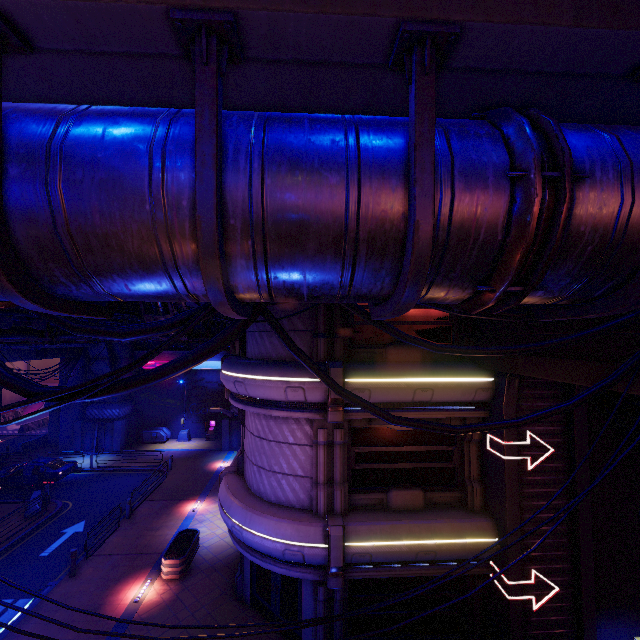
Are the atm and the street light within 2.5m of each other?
yes

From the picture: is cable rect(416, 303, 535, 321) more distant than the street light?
No

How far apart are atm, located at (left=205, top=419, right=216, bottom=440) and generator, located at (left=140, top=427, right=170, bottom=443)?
3.33m

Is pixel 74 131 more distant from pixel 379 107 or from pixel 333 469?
pixel 333 469

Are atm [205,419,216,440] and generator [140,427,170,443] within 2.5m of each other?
no

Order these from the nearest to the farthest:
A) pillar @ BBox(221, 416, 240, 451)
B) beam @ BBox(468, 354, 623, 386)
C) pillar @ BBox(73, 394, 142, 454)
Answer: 1. beam @ BBox(468, 354, 623, 386)
2. pillar @ BBox(73, 394, 142, 454)
3. pillar @ BBox(221, 416, 240, 451)

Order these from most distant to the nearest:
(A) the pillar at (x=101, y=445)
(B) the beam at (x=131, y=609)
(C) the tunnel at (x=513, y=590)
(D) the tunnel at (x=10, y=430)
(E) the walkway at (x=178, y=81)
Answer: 1. (D) the tunnel at (x=10, y=430)
2. (A) the pillar at (x=101, y=445)
3. (B) the beam at (x=131, y=609)
4. (C) the tunnel at (x=513, y=590)
5. (E) the walkway at (x=178, y=81)

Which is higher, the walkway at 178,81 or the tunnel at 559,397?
the walkway at 178,81
